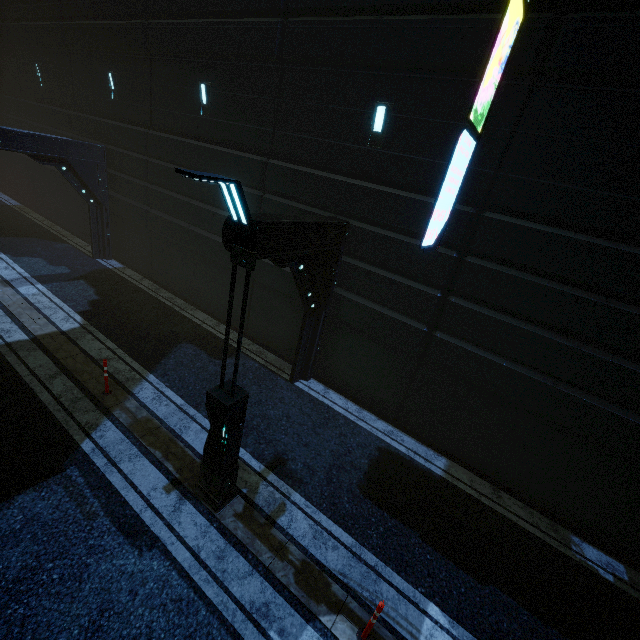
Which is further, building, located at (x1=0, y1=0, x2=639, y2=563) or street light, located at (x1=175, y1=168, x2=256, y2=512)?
building, located at (x1=0, y1=0, x2=639, y2=563)

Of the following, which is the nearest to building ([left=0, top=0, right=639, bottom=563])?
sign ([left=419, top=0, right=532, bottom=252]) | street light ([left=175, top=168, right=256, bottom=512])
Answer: sign ([left=419, top=0, right=532, bottom=252])

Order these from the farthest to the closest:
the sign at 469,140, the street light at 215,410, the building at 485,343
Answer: the building at 485,343 → the sign at 469,140 → the street light at 215,410

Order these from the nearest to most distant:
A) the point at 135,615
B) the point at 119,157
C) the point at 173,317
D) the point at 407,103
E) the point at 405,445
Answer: the point at 135,615
the point at 407,103
the point at 405,445
the point at 173,317
the point at 119,157

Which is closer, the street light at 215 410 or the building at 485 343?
the street light at 215 410

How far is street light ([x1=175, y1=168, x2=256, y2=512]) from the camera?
3.6 meters
